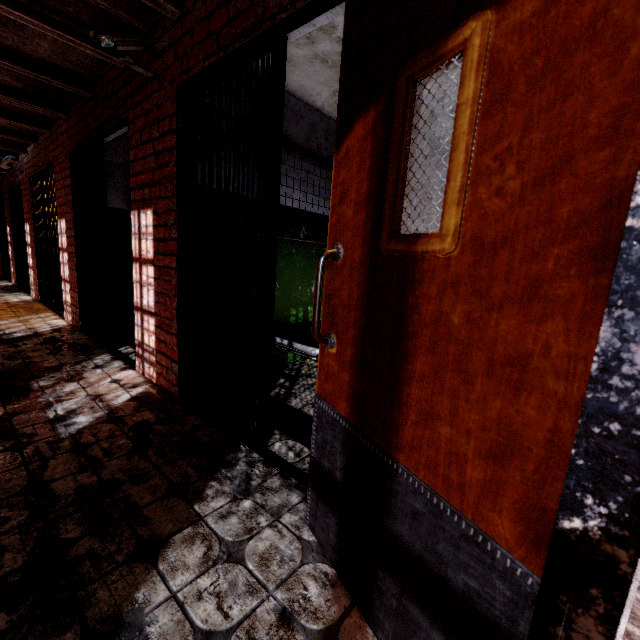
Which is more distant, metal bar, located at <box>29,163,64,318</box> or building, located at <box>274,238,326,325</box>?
metal bar, located at <box>29,163,64,318</box>

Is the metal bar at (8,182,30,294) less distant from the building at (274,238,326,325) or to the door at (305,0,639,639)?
the building at (274,238,326,325)

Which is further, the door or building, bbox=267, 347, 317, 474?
building, bbox=267, 347, 317, 474

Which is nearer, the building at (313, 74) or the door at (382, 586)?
the door at (382, 586)

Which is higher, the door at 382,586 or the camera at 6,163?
the camera at 6,163

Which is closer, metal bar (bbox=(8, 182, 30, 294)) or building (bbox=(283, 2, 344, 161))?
building (bbox=(283, 2, 344, 161))

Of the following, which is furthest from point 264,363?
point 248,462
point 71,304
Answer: point 71,304

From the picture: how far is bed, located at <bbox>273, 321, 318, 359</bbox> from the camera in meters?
2.7 m
